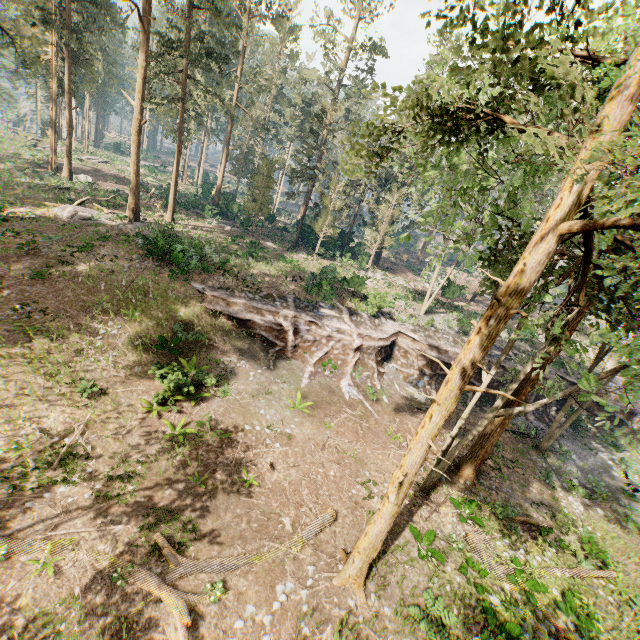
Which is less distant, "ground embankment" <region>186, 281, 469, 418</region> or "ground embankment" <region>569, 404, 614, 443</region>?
"ground embankment" <region>186, 281, 469, 418</region>

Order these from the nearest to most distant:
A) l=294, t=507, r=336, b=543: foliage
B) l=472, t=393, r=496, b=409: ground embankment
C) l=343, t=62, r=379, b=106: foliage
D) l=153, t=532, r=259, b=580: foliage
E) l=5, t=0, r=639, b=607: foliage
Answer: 1. l=5, t=0, r=639, b=607: foliage
2. l=343, t=62, r=379, b=106: foliage
3. l=153, t=532, r=259, b=580: foliage
4. l=294, t=507, r=336, b=543: foliage
5. l=472, t=393, r=496, b=409: ground embankment

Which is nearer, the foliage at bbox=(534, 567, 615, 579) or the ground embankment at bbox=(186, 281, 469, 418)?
the foliage at bbox=(534, 567, 615, 579)

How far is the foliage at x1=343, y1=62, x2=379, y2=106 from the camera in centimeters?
754cm

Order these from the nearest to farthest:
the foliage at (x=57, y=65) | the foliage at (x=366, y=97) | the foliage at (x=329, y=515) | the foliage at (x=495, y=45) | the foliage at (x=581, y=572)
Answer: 1. the foliage at (x=495, y=45)
2. the foliage at (x=366, y=97)
3. the foliage at (x=329, y=515)
4. the foliage at (x=581, y=572)
5. the foliage at (x=57, y=65)

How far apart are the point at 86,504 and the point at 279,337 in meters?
13.5 m

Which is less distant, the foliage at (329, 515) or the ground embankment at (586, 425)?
the foliage at (329, 515)

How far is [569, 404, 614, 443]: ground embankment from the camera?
Result: 26.2 meters
